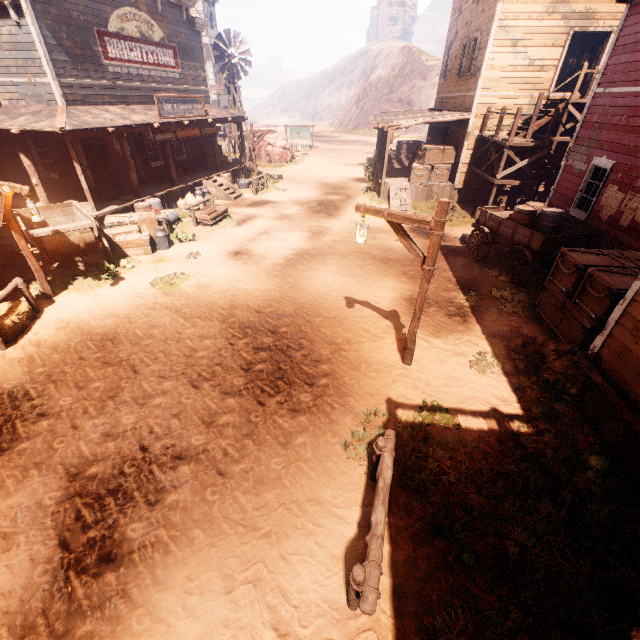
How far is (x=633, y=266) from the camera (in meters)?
6.92

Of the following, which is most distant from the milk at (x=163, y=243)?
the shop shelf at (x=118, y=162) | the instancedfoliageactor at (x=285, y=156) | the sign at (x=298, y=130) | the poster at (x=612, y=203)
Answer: the sign at (x=298, y=130)

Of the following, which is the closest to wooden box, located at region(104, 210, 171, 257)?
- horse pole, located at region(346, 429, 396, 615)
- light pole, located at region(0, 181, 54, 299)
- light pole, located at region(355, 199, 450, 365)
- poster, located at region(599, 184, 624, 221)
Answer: light pole, located at region(0, 181, 54, 299)

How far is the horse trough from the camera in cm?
1367

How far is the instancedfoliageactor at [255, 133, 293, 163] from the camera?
27.03m

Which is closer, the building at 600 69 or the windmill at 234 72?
the building at 600 69

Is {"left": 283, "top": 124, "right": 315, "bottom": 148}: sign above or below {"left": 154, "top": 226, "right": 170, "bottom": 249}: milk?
above

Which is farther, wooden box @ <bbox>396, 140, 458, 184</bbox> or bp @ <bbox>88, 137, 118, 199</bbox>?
wooden box @ <bbox>396, 140, 458, 184</bbox>
